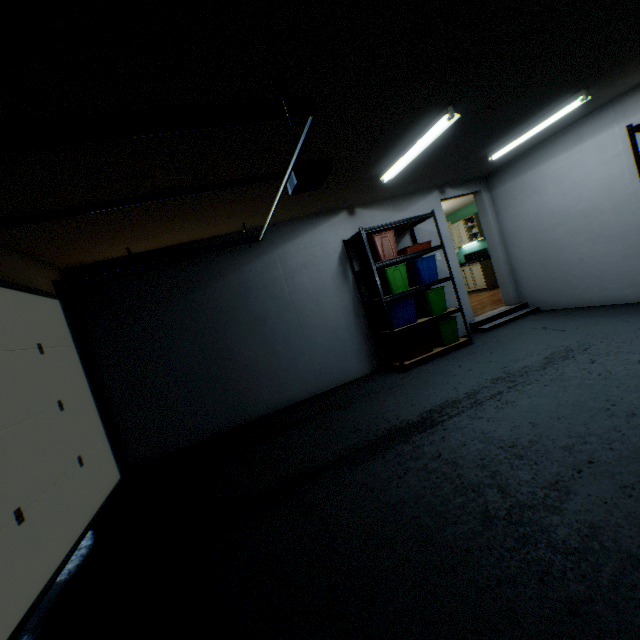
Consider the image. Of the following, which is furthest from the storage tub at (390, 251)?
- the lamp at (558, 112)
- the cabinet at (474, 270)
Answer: the cabinet at (474, 270)

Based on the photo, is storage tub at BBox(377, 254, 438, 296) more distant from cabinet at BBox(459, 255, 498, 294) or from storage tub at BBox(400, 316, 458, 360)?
cabinet at BBox(459, 255, 498, 294)

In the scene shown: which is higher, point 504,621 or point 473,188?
point 473,188

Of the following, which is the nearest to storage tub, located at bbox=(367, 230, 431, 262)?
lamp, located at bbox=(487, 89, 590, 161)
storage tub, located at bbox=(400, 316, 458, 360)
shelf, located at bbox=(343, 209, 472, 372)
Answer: shelf, located at bbox=(343, 209, 472, 372)

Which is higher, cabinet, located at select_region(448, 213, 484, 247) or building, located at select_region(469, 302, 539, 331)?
cabinet, located at select_region(448, 213, 484, 247)

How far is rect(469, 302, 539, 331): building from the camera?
5.2 meters

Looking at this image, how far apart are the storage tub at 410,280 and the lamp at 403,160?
1.1m

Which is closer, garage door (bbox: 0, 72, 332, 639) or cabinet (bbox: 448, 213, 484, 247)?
garage door (bbox: 0, 72, 332, 639)
